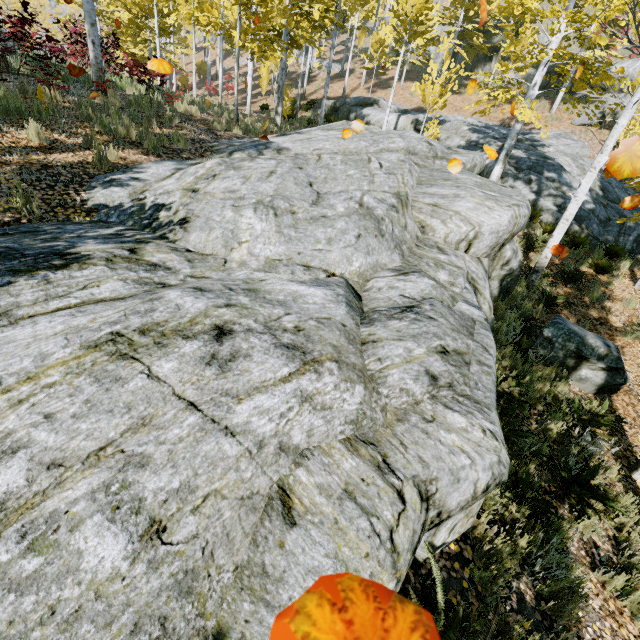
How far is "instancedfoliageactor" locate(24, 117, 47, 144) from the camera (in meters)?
5.66

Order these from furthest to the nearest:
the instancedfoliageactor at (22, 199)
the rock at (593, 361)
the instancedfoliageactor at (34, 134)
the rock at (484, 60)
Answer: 1. the rock at (484, 60)
2. the rock at (593, 361)
3. the instancedfoliageactor at (34, 134)
4. the instancedfoliageactor at (22, 199)

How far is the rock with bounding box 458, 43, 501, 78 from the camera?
25.59m

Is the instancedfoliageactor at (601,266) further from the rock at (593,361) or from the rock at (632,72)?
the rock at (632,72)

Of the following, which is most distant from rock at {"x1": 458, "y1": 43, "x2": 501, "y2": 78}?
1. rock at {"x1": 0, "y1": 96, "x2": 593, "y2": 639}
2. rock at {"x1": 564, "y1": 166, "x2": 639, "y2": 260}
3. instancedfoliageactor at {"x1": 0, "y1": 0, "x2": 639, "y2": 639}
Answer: rock at {"x1": 0, "y1": 96, "x2": 593, "y2": 639}

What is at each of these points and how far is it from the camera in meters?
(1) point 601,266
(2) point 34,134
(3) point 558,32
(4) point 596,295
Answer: (1) instancedfoliageactor, 10.0
(2) instancedfoliageactor, 5.7
(3) instancedfoliageactor, 9.9
(4) instancedfoliageactor, 9.4

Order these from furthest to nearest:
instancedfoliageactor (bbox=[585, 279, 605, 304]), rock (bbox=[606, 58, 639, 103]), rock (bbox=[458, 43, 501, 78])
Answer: rock (bbox=[458, 43, 501, 78]), rock (bbox=[606, 58, 639, 103]), instancedfoliageactor (bbox=[585, 279, 605, 304])

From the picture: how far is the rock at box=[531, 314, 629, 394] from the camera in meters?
6.2
